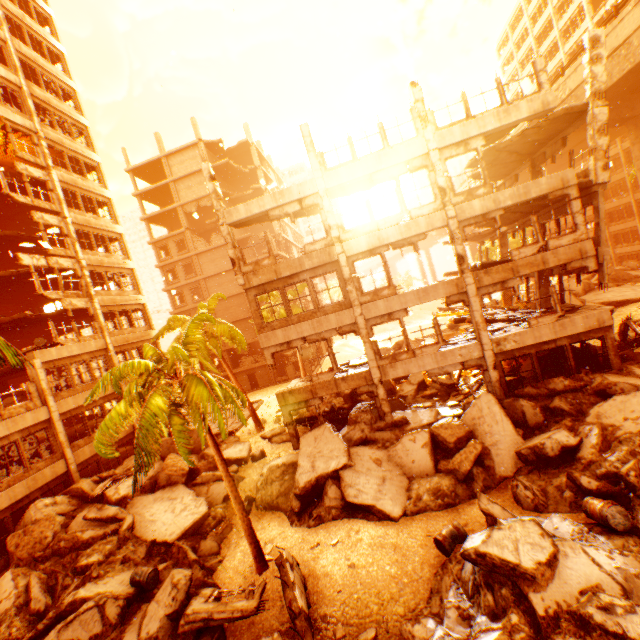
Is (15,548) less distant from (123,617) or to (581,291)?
(123,617)

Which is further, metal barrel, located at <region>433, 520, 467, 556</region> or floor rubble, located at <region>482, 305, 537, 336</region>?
floor rubble, located at <region>482, 305, 537, 336</region>

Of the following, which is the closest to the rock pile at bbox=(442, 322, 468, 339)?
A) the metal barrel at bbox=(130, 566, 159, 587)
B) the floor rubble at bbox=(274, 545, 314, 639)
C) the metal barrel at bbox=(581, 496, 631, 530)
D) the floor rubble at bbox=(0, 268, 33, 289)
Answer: the metal barrel at bbox=(581, 496, 631, 530)

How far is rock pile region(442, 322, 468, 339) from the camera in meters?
26.5 m

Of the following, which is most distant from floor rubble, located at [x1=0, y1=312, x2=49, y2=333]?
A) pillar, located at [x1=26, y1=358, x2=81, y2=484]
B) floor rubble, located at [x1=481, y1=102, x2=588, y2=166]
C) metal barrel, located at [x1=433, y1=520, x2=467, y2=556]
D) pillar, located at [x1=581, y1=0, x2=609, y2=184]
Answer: floor rubble, located at [x1=481, y1=102, x2=588, y2=166]

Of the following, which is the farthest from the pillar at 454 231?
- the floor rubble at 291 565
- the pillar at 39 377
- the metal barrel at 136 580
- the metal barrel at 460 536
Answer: the pillar at 39 377

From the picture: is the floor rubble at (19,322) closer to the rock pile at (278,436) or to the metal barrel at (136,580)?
the rock pile at (278,436)

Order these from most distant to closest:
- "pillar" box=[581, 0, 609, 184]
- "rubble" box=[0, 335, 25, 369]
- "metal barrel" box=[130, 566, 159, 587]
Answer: "pillar" box=[581, 0, 609, 184] → "metal barrel" box=[130, 566, 159, 587] → "rubble" box=[0, 335, 25, 369]
